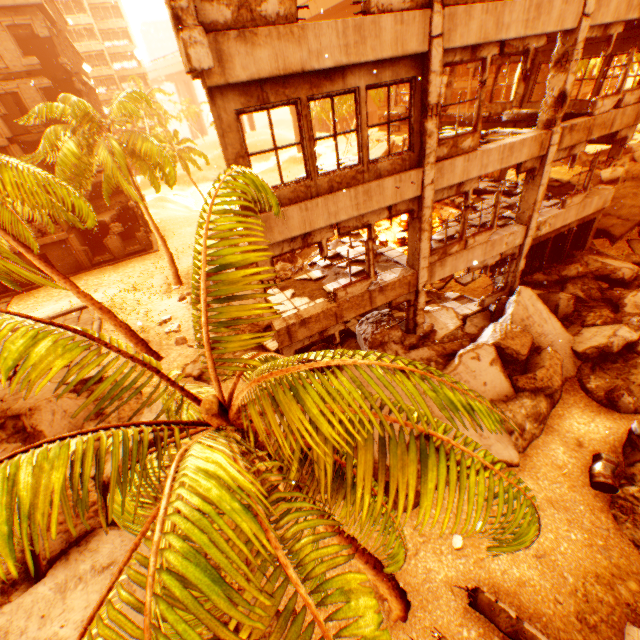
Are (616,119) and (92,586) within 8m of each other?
no

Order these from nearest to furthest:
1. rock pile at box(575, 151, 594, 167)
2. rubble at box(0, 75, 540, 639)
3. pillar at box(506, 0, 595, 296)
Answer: rubble at box(0, 75, 540, 639) → pillar at box(506, 0, 595, 296) → rock pile at box(575, 151, 594, 167)

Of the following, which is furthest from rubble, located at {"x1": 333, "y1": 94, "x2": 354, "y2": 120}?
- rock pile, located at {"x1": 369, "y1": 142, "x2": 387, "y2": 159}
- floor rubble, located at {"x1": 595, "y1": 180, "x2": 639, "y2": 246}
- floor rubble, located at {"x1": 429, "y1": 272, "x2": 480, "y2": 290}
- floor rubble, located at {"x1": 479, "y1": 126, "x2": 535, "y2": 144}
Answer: rock pile, located at {"x1": 369, "y1": 142, "x2": 387, "y2": 159}

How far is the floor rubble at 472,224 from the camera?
11.9 meters

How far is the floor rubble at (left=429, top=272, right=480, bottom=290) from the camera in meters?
15.0

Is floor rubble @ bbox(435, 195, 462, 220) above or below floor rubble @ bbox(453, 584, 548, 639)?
above

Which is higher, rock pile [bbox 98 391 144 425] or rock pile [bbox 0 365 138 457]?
rock pile [bbox 0 365 138 457]

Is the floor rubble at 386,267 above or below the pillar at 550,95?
below
